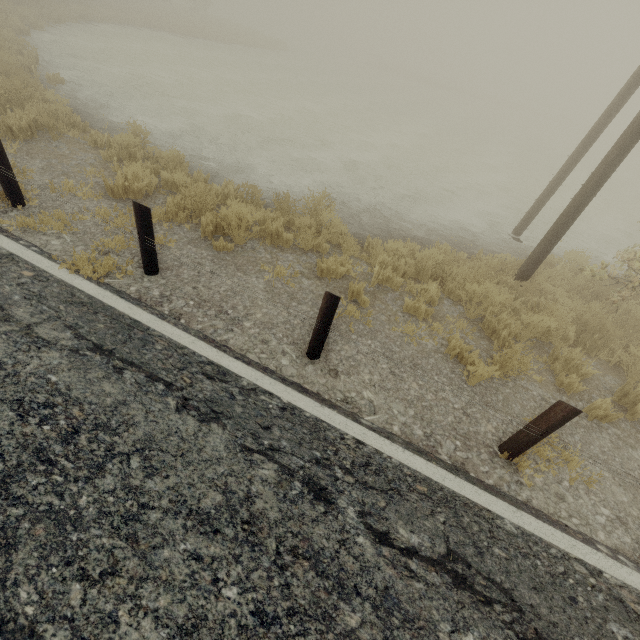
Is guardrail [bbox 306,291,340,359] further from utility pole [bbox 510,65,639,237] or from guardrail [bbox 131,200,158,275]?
utility pole [bbox 510,65,639,237]

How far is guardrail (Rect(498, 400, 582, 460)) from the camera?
2.99m

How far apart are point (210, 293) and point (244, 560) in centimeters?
320cm

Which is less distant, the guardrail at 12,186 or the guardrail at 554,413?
the guardrail at 554,413

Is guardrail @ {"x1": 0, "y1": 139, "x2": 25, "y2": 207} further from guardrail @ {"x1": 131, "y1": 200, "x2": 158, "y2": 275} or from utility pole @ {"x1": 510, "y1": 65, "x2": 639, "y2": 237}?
utility pole @ {"x1": 510, "y1": 65, "x2": 639, "y2": 237}

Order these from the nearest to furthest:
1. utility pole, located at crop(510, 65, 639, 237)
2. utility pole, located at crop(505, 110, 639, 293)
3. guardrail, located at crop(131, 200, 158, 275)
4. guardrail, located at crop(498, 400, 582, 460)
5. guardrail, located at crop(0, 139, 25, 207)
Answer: guardrail, located at crop(498, 400, 582, 460) → guardrail, located at crop(131, 200, 158, 275) → guardrail, located at crop(0, 139, 25, 207) → utility pole, located at crop(505, 110, 639, 293) → utility pole, located at crop(510, 65, 639, 237)

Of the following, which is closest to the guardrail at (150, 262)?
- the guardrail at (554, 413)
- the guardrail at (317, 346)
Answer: the guardrail at (317, 346)

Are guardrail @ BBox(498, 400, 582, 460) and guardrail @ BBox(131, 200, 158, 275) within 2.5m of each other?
no
